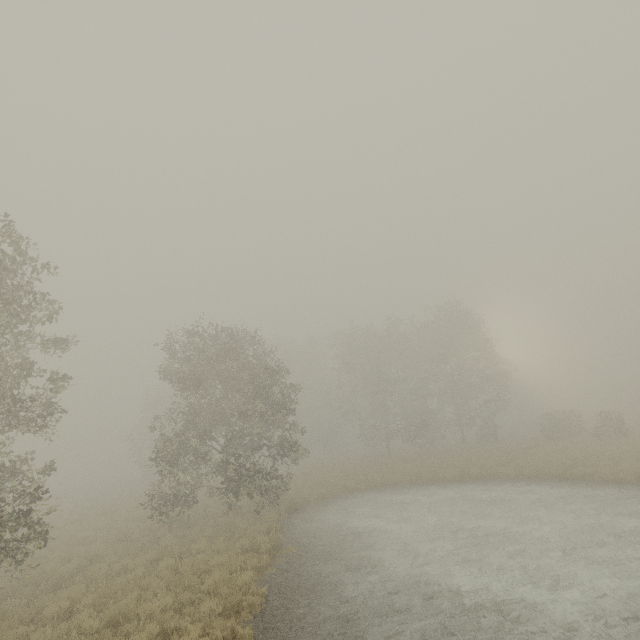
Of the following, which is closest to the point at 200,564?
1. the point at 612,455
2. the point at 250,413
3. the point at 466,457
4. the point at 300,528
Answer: the point at 300,528
